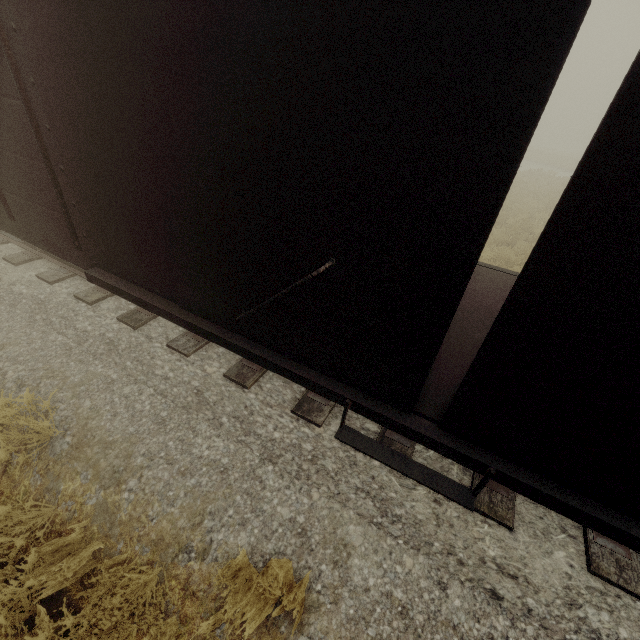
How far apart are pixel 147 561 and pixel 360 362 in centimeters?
265cm
